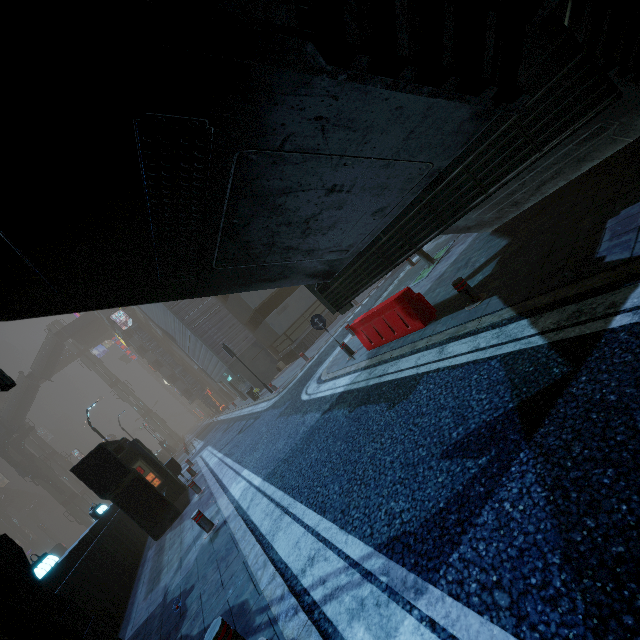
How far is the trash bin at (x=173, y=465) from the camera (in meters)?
16.47

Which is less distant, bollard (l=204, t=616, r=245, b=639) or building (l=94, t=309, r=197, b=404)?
bollard (l=204, t=616, r=245, b=639)

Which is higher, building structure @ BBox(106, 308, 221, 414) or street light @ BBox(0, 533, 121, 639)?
building structure @ BBox(106, 308, 221, 414)

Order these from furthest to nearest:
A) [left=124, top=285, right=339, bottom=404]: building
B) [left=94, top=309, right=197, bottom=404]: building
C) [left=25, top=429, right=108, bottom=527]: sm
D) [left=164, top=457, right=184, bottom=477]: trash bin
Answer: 1. [left=25, top=429, right=108, bottom=527]: sm
2. [left=94, top=309, right=197, bottom=404]: building
3. [left=124, top=285, right=339, bottom=404]: building
4. [left=164, top=457, right=184, bottom=477]: trash bin

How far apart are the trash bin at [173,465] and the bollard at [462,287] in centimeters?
1648cm

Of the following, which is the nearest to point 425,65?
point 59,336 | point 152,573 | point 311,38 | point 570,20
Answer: point 311,38

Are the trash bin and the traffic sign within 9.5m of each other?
no

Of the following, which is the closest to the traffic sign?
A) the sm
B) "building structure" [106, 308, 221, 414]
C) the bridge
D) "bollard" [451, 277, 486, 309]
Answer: "bollard" [451, 277, 486, 309]
